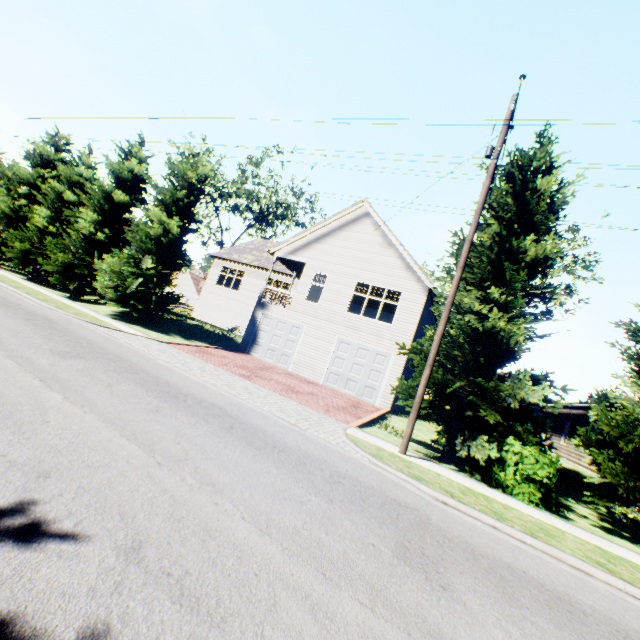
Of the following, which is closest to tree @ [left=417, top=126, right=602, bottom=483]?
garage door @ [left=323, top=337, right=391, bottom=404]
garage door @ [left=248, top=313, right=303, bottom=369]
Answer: garage door @ [left=323, top=337, right=391, bottom=404]

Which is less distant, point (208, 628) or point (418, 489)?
point (208, 628)

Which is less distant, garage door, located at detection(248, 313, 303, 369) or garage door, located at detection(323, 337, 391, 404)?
garage door, located at detection(323, 337, 391, 404)

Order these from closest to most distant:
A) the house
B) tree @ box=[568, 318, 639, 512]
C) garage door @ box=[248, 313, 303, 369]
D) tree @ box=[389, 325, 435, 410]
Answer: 1. tree @ box=[568, 318, 639, 512]
2. tree @ box=[389, 325, 435, 410]
3. the house
4. garage door @ box=[248, 313, 303, 369]

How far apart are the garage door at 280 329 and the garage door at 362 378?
2.16m

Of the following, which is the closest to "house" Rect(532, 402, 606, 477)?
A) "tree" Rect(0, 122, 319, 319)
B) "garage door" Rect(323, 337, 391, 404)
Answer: "tree" Rect(0, 122, 319, 319)

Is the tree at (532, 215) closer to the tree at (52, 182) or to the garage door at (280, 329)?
the tree at (52, 182)

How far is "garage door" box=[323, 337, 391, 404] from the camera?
17.0m
